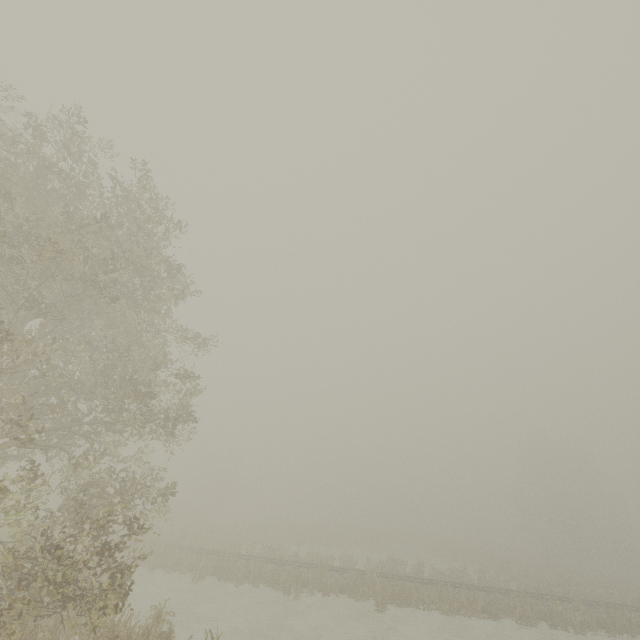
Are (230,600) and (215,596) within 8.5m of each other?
yes
